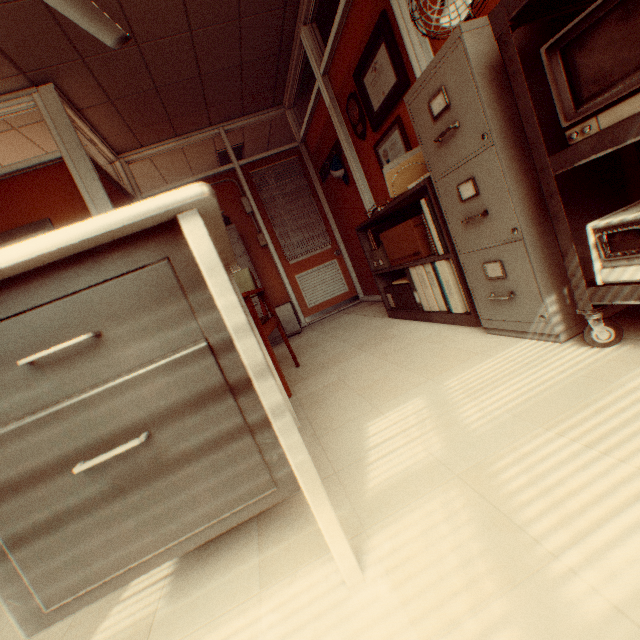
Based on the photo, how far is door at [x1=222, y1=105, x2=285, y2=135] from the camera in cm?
518

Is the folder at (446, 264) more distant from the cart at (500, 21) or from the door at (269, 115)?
the door at (269, 115)

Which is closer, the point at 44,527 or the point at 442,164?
the point at 44,527

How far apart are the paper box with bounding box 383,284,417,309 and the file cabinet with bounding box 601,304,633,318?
0.98m

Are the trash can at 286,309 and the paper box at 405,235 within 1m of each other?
no

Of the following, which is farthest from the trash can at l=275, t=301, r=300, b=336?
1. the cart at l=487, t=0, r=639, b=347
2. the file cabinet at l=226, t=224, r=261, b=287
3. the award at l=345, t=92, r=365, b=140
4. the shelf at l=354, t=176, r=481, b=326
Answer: the cart at l=487, t=0, r=639, b=347

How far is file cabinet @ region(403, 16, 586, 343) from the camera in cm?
138

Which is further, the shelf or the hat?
the hat
